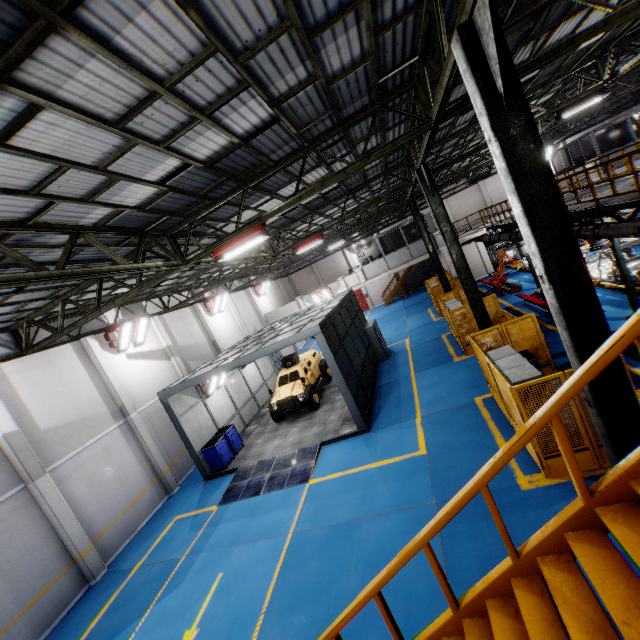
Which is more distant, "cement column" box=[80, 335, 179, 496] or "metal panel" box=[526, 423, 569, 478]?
"cement column" box=[80, 335, 179, 496]

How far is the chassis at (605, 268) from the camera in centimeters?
1340cm

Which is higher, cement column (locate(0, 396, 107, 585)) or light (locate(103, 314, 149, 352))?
light (locate(103, 314, 149, 352))

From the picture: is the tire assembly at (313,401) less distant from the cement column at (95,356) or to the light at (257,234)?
the cement column at (95,356)

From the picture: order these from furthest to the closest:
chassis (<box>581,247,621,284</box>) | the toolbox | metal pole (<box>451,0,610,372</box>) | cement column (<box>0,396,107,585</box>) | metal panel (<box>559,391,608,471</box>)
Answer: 1. the toolbox
2. chassis (<box>581,247,621,284</box>)
3. cement column (<box>0,396,107,585</box>)
4. metal panel (<box>559,391,608,471</box>)
5. metal pole (<box>451,0,610,372</box>)

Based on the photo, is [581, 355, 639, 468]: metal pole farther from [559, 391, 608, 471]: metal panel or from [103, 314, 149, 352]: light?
[103, 314, 149, 352]: light

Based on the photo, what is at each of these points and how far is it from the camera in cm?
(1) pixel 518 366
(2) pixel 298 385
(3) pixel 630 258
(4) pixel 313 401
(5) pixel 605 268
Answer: (1) cabinet, 744
(2) car, 1616
(3) chassis, 1316
(4) tire assembly, 1561
(5) chassis, 1523

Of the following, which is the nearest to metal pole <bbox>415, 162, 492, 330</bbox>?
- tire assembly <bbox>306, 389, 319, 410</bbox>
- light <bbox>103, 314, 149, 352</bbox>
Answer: tire assembly <bbox>306, 389, 319, 410</bbox>
